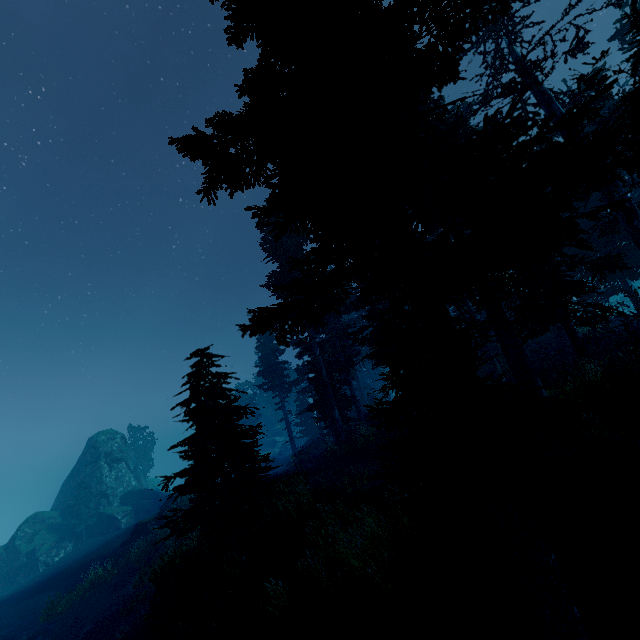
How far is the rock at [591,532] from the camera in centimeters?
496cm

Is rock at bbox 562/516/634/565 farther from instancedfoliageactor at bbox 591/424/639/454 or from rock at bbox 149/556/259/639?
rock at bbox 149/556/259/639

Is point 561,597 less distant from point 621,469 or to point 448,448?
point 448,448

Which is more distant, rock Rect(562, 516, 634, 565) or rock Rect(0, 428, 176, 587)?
rock Rect(0, 428, 176, 587)

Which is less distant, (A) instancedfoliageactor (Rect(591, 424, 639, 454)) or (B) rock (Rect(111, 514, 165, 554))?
(A) instancedfoliageactor (Rect(591, 424, 639, 454))

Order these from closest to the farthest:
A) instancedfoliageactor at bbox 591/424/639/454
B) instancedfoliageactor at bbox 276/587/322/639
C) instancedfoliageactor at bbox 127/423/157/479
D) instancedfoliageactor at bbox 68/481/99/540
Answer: instancedfoliageactor at bbox 276/587/322/639
instancedfoliageactor at bbox 591/424/639/454
instancedfoliageactor at bbox 68/481/99/540
instancedfoliageactor at bbox 127/423/157/479

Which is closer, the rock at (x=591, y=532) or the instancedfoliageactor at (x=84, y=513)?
the rock at (x=591, y=532)

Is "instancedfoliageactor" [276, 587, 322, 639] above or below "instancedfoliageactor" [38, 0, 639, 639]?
below
